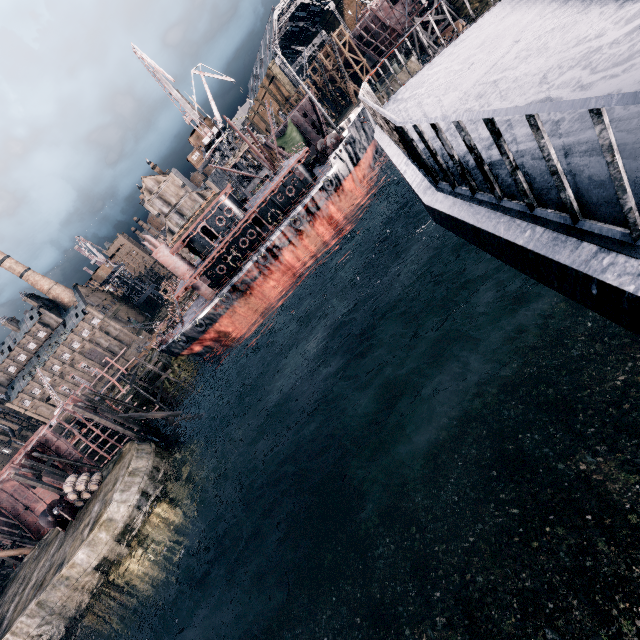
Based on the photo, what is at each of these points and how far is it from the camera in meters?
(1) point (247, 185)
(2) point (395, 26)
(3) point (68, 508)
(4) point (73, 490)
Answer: (1) crane, 55.8
(2) ship construction, 58.9
(3) pulley, 31.0
(4) wooden barrel, 30.6

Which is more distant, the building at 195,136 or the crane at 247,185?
the crane at 247,185

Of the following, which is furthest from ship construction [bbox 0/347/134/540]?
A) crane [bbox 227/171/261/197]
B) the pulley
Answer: crane [bbox 227/171/261/197]

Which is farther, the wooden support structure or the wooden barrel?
the wooden support structure

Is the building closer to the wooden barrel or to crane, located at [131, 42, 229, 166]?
crane, located at [131, 42, 229, 166]

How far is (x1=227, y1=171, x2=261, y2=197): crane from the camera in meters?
54.9

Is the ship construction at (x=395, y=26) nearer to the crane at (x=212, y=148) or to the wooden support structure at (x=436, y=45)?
the wooden support structure at (x=436, y=45)

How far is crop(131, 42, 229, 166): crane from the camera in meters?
40.1
